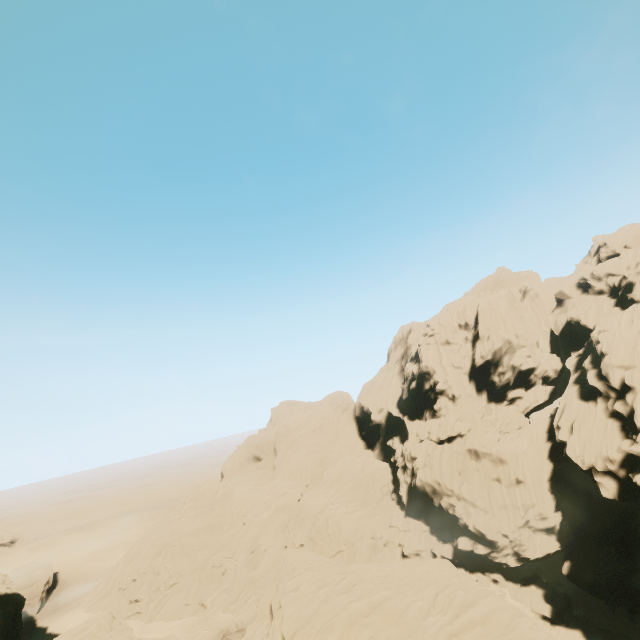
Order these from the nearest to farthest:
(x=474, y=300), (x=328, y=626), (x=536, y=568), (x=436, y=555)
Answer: (x=328, y=626) → (x=536, y=568) → (x=436, y=555) → (x=474, y=300)

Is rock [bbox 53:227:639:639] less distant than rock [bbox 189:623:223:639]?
Yes

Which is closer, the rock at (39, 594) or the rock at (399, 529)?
the rock at (399, 529)

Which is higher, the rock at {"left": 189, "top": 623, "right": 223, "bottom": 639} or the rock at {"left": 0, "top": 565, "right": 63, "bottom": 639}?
the rock at {"left": 0, "top": 565, "right": 63, "bottom": 639}

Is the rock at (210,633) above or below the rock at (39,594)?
below
